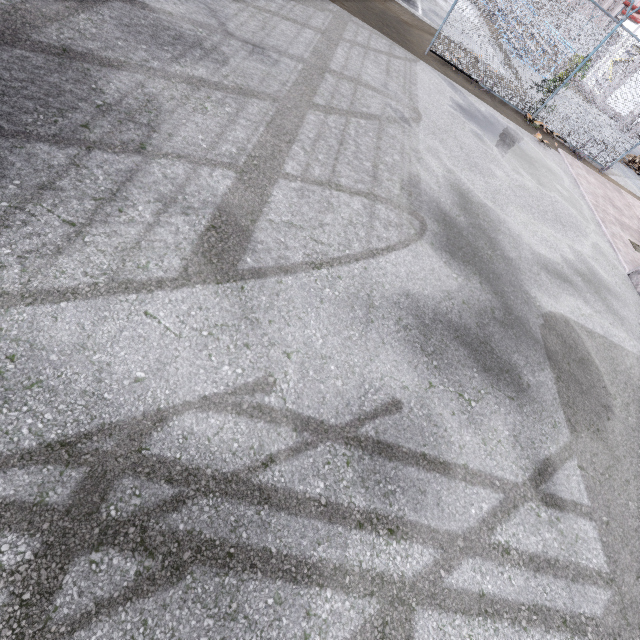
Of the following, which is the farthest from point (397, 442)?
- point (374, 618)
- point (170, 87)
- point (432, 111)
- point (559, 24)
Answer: point (559, 24)
